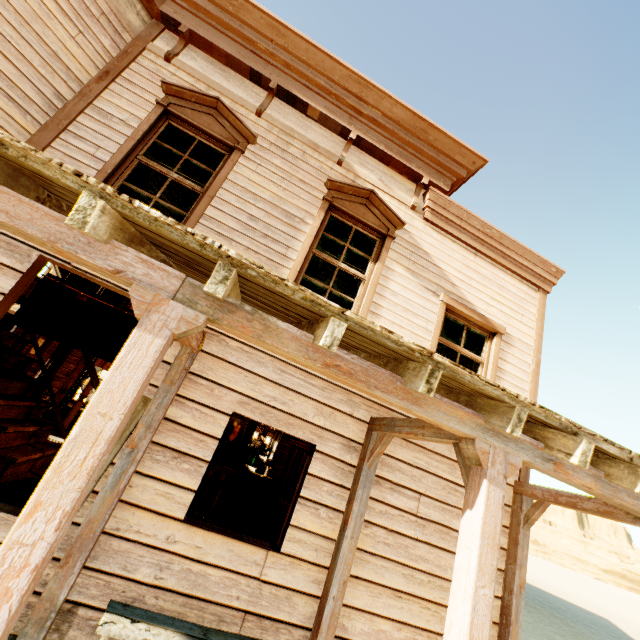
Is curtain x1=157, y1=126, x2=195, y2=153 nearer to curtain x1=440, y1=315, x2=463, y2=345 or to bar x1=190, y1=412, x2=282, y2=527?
curtain x1=440, y1=315, x2=463, y2=345

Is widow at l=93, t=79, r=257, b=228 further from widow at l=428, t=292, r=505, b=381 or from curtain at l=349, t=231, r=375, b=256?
widow at l=428, t=292, r=505, b=381

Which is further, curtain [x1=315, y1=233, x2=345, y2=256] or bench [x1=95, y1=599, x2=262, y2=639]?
curtain [x1=315, y1=233, x2=345, y2=256]

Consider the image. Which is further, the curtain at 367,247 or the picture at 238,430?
the picture at 238,430

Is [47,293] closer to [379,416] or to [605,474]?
[379,416]

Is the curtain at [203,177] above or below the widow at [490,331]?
above

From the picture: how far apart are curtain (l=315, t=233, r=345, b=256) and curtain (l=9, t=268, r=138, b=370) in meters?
1.7

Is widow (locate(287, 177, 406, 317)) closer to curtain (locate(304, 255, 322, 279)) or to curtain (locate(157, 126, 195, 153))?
curtain (locate(304, 255, 322, 279))
